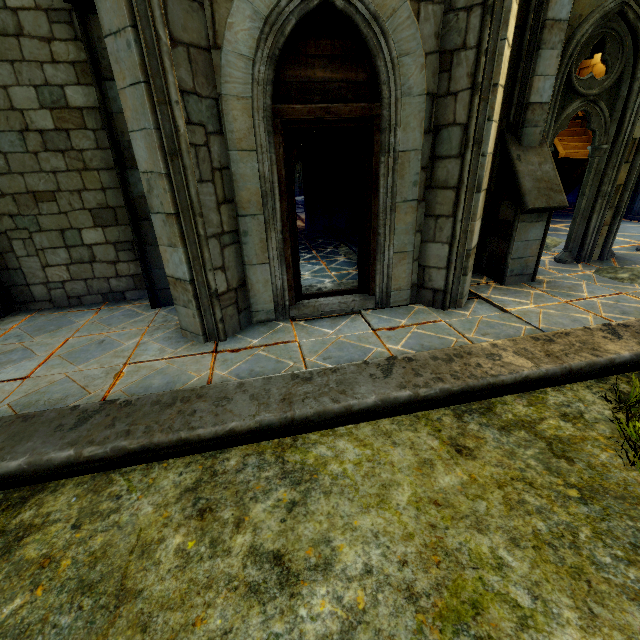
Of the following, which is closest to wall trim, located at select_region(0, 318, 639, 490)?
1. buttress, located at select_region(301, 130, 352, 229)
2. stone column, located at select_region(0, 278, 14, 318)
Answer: stone column, located at select_region(0, 278, 14, 318)

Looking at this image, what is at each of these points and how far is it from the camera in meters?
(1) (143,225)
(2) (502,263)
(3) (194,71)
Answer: (1) stone column, 5.2
(2) stone column, 5.8
(3) building, 3.4

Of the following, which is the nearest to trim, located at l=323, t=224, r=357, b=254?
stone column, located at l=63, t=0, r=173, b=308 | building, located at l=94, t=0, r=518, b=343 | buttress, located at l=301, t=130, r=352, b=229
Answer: buttress, located at l=301, t=130, r=352, b=229

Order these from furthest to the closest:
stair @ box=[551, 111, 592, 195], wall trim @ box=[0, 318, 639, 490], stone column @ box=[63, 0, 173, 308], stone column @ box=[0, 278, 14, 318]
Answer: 1. stair @ box=[551, 111, 592, 195]
2. stone column @ box=[0, 278, 14, 318]
3. stone column @ box=[63, 0, 173, 308]
4. wall trim @ box=[0, 318, 639, 490]

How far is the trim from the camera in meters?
8.7 m

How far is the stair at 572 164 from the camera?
11.8m

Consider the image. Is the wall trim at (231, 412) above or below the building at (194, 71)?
below

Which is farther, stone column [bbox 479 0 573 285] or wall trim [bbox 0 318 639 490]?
stone column [bbox 479 0 573 285]
